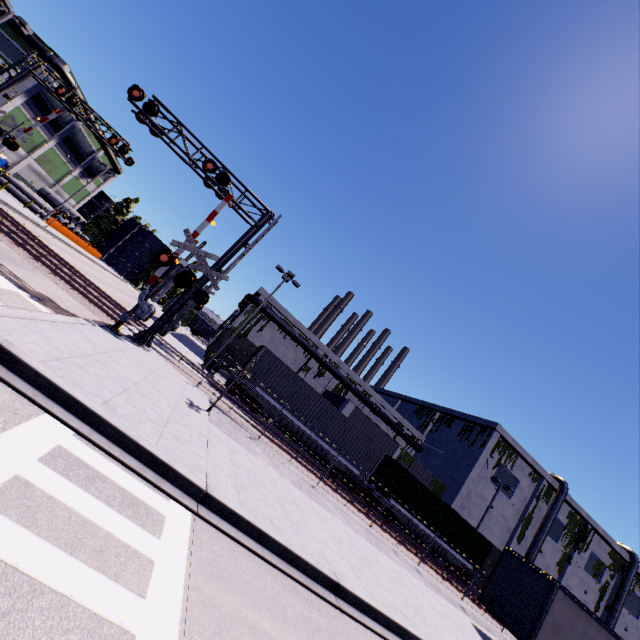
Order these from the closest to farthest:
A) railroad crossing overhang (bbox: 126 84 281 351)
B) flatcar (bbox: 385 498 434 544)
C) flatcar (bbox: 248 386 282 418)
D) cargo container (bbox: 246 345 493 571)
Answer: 1. railroad crossing overhang (bbox: 126 84 281 351)
2. flatcar (bbox: 248 386 282 418)
3. cargo container (bbox: 246 345 493 571)
4. flatcar (bbox: 385 498 434 544)

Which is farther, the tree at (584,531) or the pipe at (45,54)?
the tree at (584,531)

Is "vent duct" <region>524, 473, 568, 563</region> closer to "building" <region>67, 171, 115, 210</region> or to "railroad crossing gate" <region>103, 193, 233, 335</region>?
"building" <region>67, 171, 115, 210</region>

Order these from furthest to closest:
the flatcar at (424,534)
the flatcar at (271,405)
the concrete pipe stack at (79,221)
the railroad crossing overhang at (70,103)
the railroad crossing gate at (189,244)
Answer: the concrete pipe stack at (79,221), the flatcar at (424,534), the flatcar at (271,405), the railroad crossing overhang at (70,103), the railroad crossing gate at (189,244)

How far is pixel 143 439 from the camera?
5.94m

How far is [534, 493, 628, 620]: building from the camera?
39.8m

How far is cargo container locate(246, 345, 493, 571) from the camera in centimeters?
2212cm

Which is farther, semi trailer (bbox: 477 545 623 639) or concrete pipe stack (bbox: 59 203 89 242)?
concrete pipe stack (bbox: 59 203 89 242)
